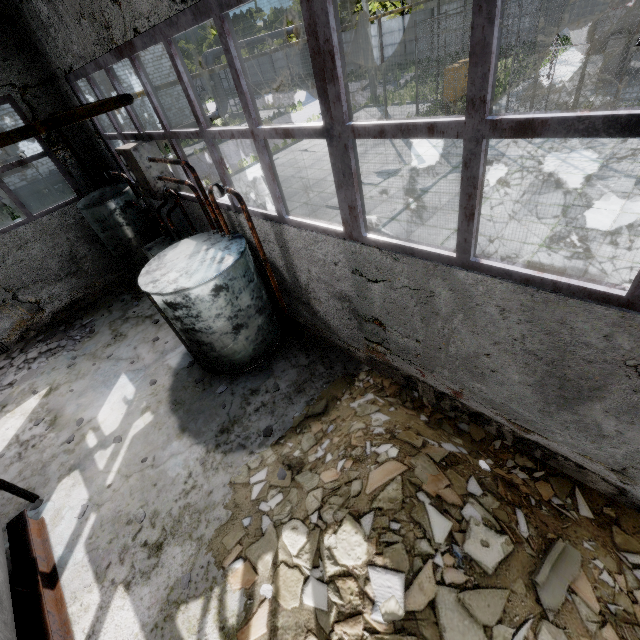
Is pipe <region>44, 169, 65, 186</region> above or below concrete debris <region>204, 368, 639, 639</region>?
above

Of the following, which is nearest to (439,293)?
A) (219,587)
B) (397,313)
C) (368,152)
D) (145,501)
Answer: (397,313)

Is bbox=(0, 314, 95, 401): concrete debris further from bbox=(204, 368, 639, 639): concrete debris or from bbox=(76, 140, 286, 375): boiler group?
bbox=(204, 368, 639, 639): concrete debris

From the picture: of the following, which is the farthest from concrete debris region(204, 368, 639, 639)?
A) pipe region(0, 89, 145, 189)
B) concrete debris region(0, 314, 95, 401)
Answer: pipe region(0, 89, 145, 189)

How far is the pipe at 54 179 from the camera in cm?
2256

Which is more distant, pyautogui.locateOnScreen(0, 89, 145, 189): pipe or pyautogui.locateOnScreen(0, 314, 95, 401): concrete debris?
pyautogui.locateOnScreen(0, 314, 95, 401): concrete debris

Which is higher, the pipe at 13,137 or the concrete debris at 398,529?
the pipe at 13,137

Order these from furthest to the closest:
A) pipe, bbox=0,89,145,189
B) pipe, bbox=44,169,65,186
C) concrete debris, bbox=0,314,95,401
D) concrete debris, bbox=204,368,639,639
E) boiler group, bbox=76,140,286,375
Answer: pipe, bbox=44,169,65,186, concrete debris, bbox=0,314,95,401, boiler group, bbox=76,140,286,375, pipe, bbox=0,89,145,189, concrete debris, bbox=204,368,639,639
